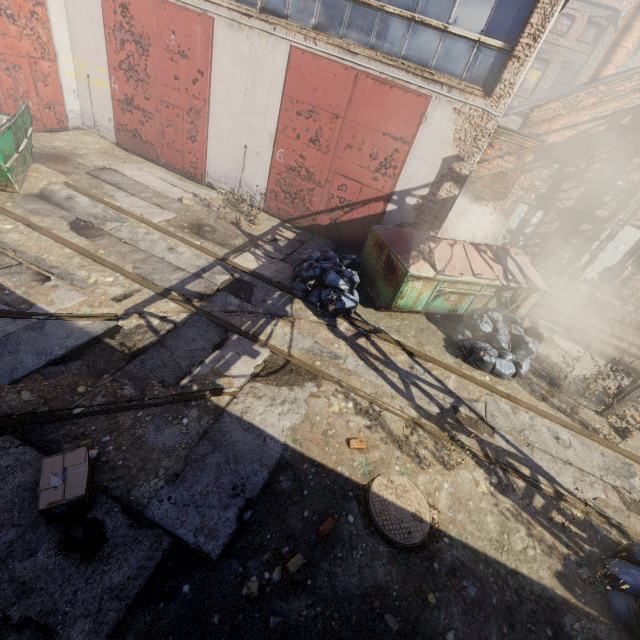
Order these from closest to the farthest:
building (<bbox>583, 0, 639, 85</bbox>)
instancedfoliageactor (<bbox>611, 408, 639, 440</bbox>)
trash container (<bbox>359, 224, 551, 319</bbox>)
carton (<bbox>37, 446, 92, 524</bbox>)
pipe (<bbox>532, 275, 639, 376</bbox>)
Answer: carton (<bbox>37, 446, 92, 524</bbox>) < instancedfoliageactor (<bbox>611, 408, 639, 440</bbox>) < trash container (<bbox>359, 224, 551, 319</bbox>) < pipe (<bbox>532, 275, 639, 376</bbox>) < building (<bbox>583, 0, 639, 85</bbox>)

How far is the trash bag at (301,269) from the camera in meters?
7.0 m

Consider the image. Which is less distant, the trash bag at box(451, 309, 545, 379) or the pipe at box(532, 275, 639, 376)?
the trash bag at box(451, 309, 545, 379)

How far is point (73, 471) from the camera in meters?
3.2

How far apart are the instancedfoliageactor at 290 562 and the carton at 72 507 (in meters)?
2.03

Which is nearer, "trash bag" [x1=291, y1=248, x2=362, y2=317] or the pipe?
"trash bag" [x1=291, y1=248, x2=362, y2=317]

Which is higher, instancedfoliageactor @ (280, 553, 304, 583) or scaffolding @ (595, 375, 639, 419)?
scaffolding @ (595, 375, 639, 419)

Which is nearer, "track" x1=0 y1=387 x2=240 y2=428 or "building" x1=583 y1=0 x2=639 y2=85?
"track" x1=0 y1=387 x2=240 y2=428
